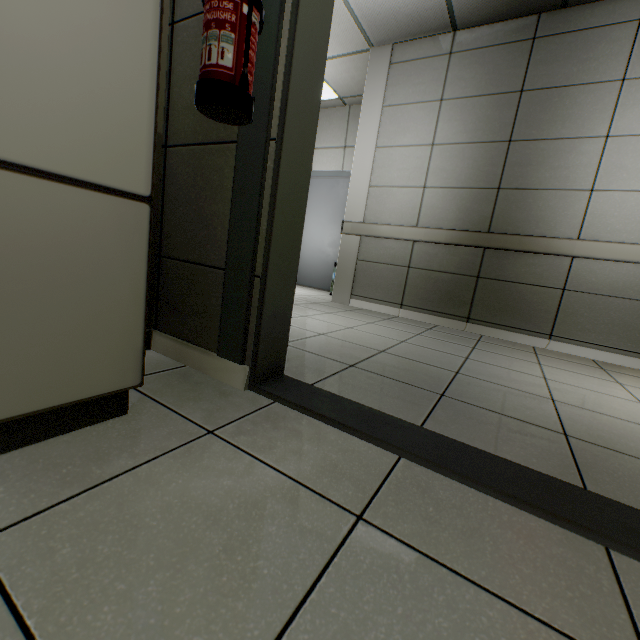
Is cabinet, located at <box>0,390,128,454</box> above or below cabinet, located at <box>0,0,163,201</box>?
below

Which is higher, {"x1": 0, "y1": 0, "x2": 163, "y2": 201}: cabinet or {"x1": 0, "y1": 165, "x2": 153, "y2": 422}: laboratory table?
{"x1": 0, "y1": 0, "x2": 163, "y2": 201}: cabinet

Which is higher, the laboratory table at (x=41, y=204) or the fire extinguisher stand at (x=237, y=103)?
the fire extinguisher stand at (x=237, y=103)

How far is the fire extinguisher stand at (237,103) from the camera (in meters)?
1.01

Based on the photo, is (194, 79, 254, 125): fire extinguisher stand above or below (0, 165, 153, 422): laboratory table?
above

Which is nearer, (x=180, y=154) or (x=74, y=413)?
(x=74, y=413)

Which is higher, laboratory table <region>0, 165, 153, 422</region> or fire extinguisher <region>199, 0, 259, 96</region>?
fire extinguisher <region>199, 0, 259, 96</region>

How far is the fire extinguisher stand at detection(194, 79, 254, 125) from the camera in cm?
101
